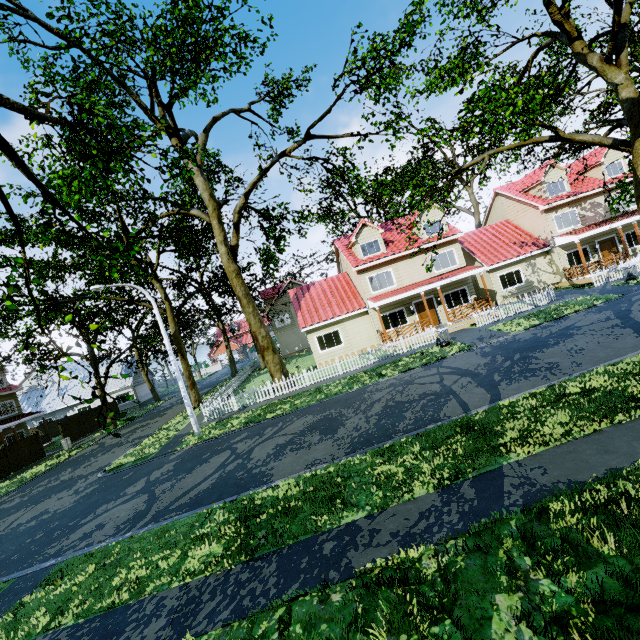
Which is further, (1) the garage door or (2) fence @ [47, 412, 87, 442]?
(1) the garage door

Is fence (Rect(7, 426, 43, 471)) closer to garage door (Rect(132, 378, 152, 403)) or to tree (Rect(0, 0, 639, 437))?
tree (Rect(0, 0, 639, 437))

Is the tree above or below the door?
above

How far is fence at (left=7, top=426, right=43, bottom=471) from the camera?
23.97m

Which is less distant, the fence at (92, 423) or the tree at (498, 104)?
the tree at (498, 104)

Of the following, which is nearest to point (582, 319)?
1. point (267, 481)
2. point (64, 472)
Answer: point (267, 481)

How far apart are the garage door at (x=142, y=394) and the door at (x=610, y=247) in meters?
50.6 m
